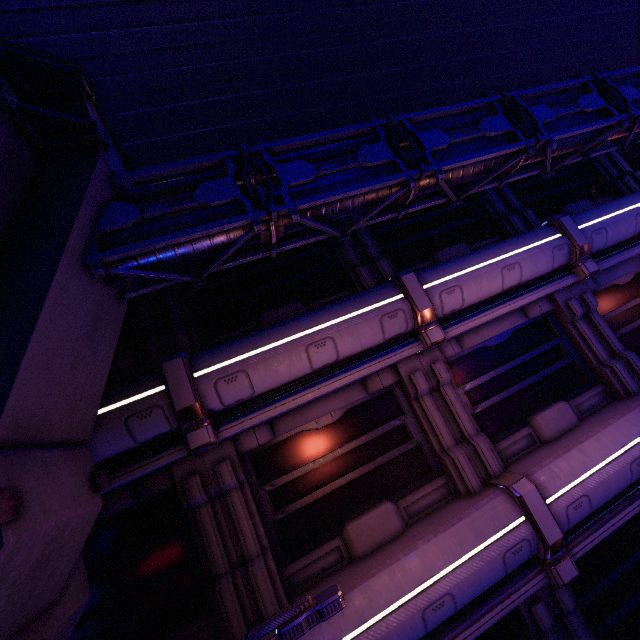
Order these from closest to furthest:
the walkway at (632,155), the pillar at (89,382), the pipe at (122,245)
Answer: the pillar at (89,382), the pipe at (122,245), the walkway at (632,155)

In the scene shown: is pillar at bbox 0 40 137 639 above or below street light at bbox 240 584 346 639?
above

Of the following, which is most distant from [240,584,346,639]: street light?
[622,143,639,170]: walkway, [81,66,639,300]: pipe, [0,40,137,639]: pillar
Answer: [622,143,639,170]: walkway

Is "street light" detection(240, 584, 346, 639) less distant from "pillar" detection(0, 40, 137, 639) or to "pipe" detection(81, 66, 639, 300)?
"pillar" detection(0, 40, 137, 639)

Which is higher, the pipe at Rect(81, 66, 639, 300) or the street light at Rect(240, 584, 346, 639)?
the pipe at Rect(81, 66, 639, 300)

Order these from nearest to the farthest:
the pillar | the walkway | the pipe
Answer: the pillar → the pipe → the walkway

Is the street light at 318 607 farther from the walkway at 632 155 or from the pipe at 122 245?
the walkway at 632 155

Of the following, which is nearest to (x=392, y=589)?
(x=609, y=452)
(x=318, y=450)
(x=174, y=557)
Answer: (x=318, y=450)
